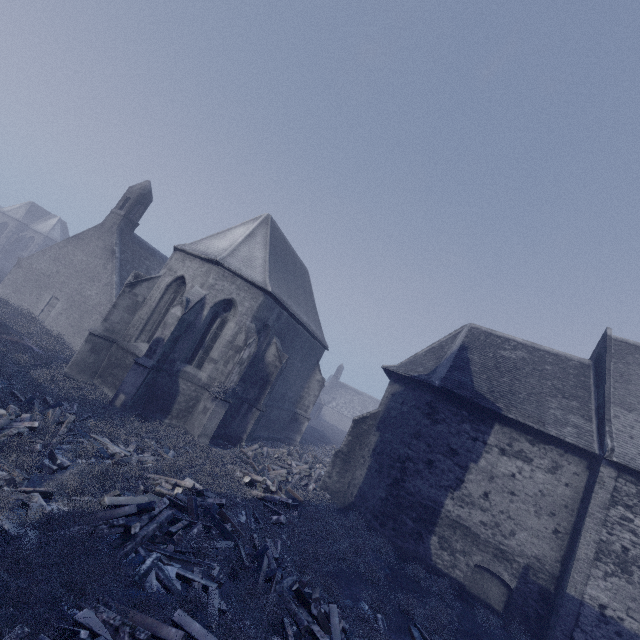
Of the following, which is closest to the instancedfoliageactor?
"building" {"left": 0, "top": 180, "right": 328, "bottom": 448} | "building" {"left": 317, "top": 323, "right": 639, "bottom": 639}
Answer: "building" {"left": 0, "top": 180, "right": 328, "bottom": 448}

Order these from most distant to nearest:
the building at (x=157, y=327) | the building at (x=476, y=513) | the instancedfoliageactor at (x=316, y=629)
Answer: the building at (x=157, y=327)
the building at (x=476, y=513)
the instancedfoliageactor at (x=316, y=629)

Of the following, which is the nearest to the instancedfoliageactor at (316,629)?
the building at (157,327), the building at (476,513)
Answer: the building at (157,327)

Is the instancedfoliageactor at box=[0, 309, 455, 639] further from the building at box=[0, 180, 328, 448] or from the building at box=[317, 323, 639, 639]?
the building at box=[317, 323, 639, 639]

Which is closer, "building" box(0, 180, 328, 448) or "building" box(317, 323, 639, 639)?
"building" box(317, 323, 639, 639)

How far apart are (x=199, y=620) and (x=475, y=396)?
12.2m
